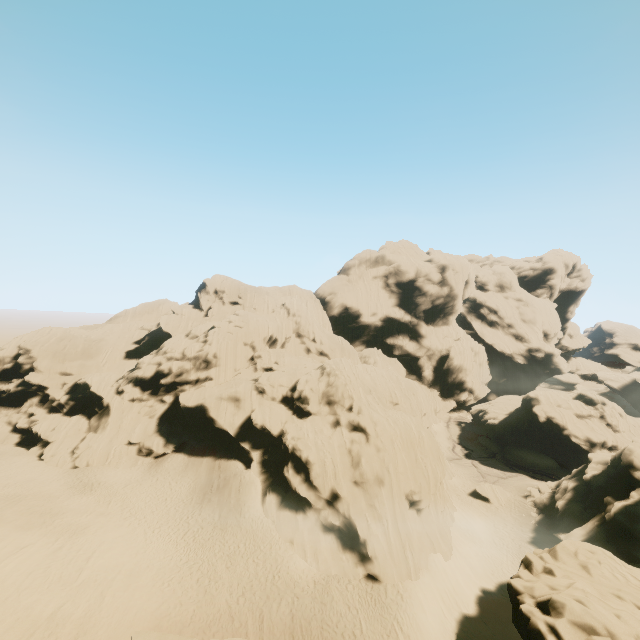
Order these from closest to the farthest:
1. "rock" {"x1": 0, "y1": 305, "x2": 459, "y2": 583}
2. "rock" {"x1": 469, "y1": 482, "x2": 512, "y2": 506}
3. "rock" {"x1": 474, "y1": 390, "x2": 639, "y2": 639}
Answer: "rock" {"x1": 474, "y1": 390, "x2": 639, "y2": 639} → "rock" {"x1": 0, "y1": 305, "x2": 459, "y2": 583} → "rock" {"x1": 469, "y1": 482, "x2": 512, "y2": 506}

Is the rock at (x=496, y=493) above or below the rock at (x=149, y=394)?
below

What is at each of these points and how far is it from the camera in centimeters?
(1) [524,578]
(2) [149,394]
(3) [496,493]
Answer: (1) rock, 1333cm
(2) rock, 4647cm
(3) rock, 4031cm

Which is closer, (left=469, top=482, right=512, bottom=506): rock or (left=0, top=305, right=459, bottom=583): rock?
(left=0, top=305, right=459, bottom=583): rock

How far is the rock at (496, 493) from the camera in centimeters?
3959cm

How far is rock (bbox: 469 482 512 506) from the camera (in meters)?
39.59
